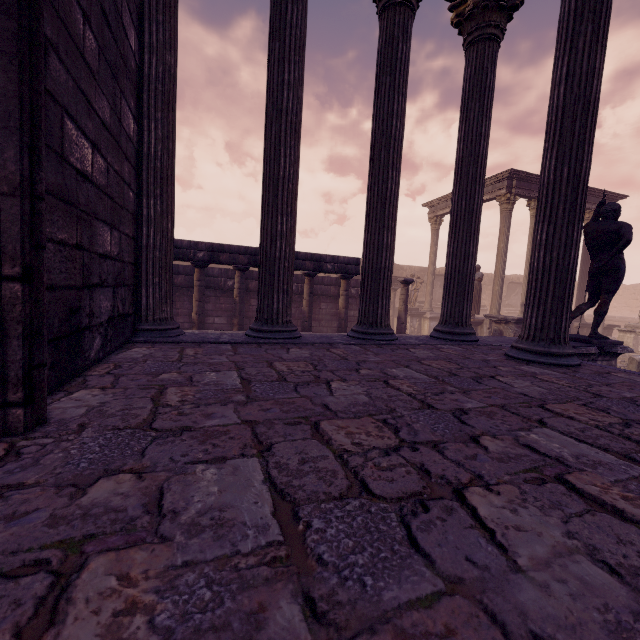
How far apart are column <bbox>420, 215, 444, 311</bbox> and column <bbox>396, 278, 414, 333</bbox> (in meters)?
8.61

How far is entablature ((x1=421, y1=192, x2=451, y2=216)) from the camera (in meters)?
17.62

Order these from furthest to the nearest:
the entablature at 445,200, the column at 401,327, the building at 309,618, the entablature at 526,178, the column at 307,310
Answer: the entablature at 445,200
the entablature at 526,178
the column at 401,327
the column at 307,310
the building at 309,618

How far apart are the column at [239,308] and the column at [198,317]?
0.6 meters

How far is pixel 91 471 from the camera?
1.02m

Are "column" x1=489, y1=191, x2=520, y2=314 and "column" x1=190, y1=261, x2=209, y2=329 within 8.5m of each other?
no

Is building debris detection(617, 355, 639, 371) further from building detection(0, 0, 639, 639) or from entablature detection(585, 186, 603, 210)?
entablature detection(585, 186, 603, 210)

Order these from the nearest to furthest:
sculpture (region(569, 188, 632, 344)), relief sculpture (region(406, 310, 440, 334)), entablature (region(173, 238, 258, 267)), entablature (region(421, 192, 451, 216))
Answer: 1. sculpture (region(569, 188, 632, 344))
2. entablature (region(173, 238, 258, 267))
3. entablature (region(421, 192, 451, 216))
4. relief sculpture (region(406, 310, 440, 334))
